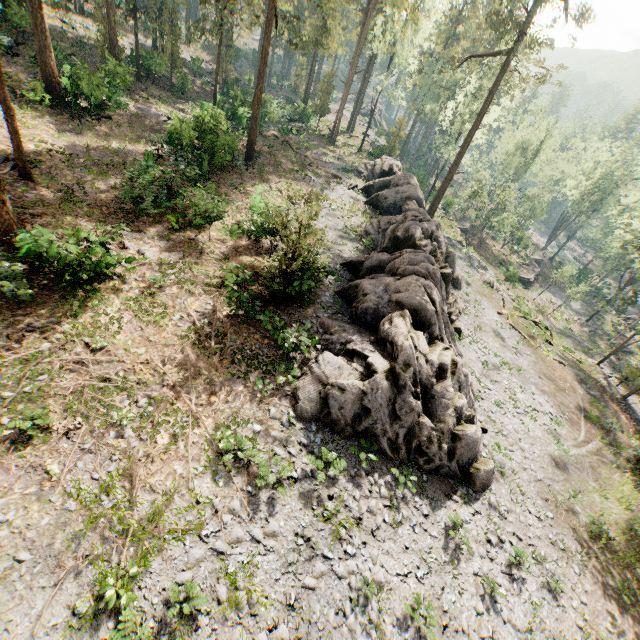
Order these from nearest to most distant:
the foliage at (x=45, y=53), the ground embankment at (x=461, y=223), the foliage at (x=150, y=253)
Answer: the foliage at (x=150, y=253), the foliage at (x=45, y=53), the ground embankment at (x=461, y=223)

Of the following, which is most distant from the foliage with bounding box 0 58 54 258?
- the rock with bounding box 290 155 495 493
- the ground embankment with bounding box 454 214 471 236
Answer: the ground embankment with bounding box 454 214 471 236

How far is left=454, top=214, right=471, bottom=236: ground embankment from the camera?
52.70m

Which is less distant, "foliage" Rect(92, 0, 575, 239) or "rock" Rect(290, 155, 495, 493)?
"rock" Rect(290, 155, 495, 493)

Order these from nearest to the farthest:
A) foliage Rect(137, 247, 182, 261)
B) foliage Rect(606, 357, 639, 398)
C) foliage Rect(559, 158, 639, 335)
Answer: foliage Rect(137, 247, 182, 261) → foliage Rect(606, 357, 639, 398) → foliage Rect(559, 158, 639, 335)

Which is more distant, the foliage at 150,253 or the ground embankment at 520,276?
the ground embankment at 520,276

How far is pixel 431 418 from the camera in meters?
13.8 m
